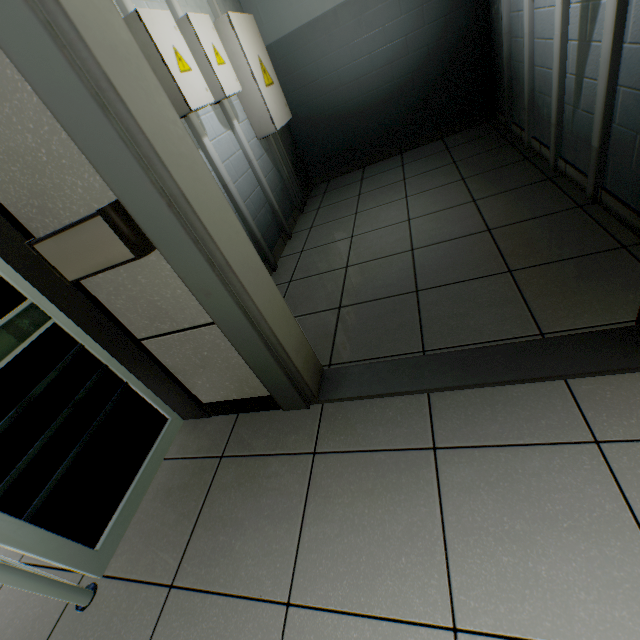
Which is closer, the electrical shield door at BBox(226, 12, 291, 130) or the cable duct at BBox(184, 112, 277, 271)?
the cable duct at BBox(184, 112, 277, 271)

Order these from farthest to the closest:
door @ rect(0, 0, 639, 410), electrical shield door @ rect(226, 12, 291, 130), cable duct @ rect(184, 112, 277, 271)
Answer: electrical shield door @ rect(226, 12, 291, 130)
cable duct @ rect(184, 112, 277, 271)
door @ rect(0, 0, 639, 410)

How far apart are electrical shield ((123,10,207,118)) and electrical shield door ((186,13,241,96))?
0.6m

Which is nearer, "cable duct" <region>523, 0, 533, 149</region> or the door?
the door

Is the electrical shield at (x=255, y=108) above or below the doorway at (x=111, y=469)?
above

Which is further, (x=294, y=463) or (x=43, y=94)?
(x=294, y=463)

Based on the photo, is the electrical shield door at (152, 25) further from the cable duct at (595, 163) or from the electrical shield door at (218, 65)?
the cable duct at (595, 163)

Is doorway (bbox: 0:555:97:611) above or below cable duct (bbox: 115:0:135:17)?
below
